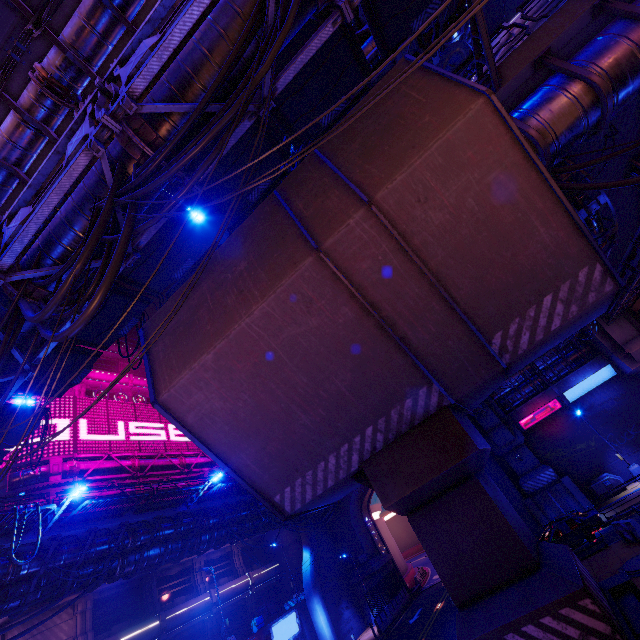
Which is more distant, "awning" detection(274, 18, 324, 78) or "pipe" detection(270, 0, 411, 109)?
"awning" detection(274, 18, 324, 78)

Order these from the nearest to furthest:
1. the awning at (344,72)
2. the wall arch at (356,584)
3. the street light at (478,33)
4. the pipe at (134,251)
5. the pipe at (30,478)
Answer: the street light at (478,33)
the pipe at (134,251)
the awning at (344,72)
the pipe at (30,478)
the wall arch at (356,584)

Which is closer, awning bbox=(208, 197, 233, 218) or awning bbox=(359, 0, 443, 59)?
awning bbox=(359, 0, 443, 59)

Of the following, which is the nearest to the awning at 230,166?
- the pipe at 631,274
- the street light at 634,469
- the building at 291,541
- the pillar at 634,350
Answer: the pipe at 631,274

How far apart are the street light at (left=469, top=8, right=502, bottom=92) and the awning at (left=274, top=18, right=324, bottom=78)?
5.49m

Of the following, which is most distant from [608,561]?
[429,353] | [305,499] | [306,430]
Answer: [306,430]

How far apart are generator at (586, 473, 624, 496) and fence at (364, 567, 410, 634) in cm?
1986
